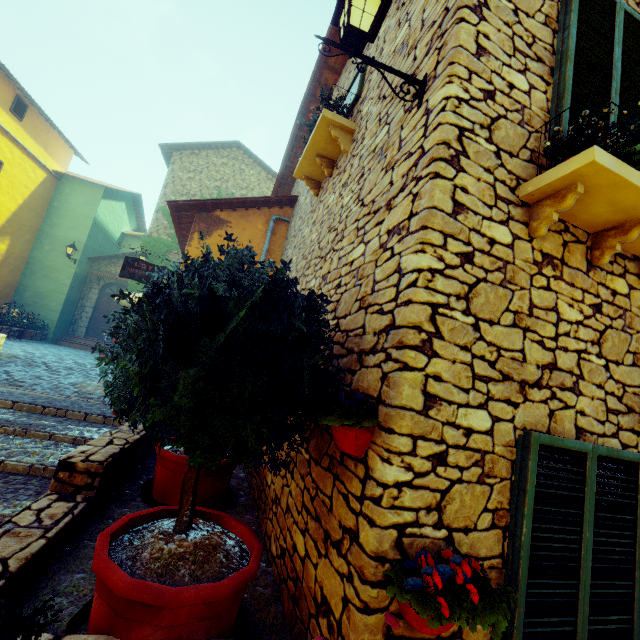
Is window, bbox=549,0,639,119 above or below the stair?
above

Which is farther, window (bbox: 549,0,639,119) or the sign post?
the sign post

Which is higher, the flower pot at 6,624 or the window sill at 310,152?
the window sill at 310,152

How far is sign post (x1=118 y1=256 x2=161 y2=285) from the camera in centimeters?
800cm

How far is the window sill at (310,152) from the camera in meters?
4.2

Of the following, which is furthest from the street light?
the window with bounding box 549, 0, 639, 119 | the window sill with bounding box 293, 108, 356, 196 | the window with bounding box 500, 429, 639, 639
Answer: the window with bounding box 500, 429, 639, 639

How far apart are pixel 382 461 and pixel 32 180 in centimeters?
1828cm

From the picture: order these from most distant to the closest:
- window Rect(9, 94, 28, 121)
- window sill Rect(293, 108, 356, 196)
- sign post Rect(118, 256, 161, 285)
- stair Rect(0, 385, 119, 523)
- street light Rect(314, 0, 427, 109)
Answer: window Rect(9, 94, 28, 121)
sign post Rect(118, 256, 161, 285)
window sill Rect(293, 108, 356, 196)
stair Rect(0, 385, 119, 523)
street light Rect(314, 0, 427, 109)
